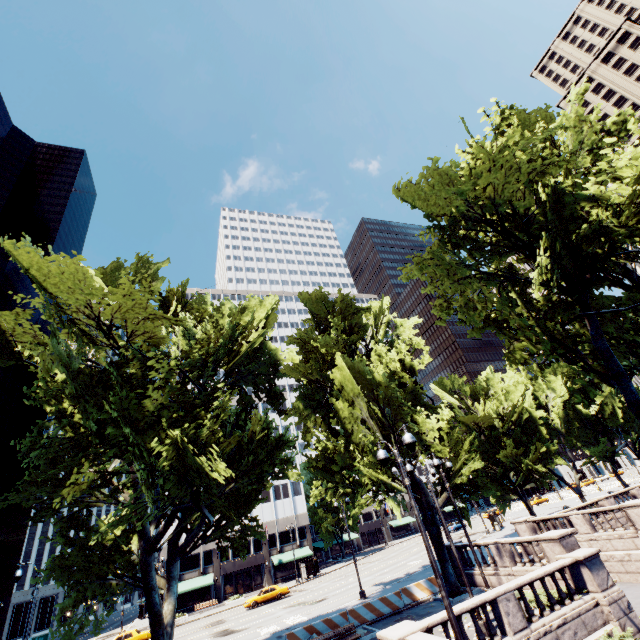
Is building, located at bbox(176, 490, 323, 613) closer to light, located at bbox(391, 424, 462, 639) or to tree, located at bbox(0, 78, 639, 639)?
tree, located at bbox(0, 78, 639, 639)

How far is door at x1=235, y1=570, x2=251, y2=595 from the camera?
50.88m

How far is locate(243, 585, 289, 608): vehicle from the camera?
36.72m

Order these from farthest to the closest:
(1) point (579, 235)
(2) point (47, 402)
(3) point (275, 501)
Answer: (3) point (275, 501) → (2) point (47, 402) → (1) point (579, 235)

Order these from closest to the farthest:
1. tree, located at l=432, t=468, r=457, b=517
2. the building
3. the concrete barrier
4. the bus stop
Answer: the concrete barrier → tree, located at l=432, t=468, r=457, b=517 → the bus stop → the building

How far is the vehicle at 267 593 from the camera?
36.7m

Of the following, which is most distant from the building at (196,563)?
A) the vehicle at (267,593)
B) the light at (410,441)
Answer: the light at (410,441)

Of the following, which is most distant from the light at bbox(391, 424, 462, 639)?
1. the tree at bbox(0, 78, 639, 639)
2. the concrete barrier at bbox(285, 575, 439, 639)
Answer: the concrete barrier at bbox(285, 575, 439, 639)
